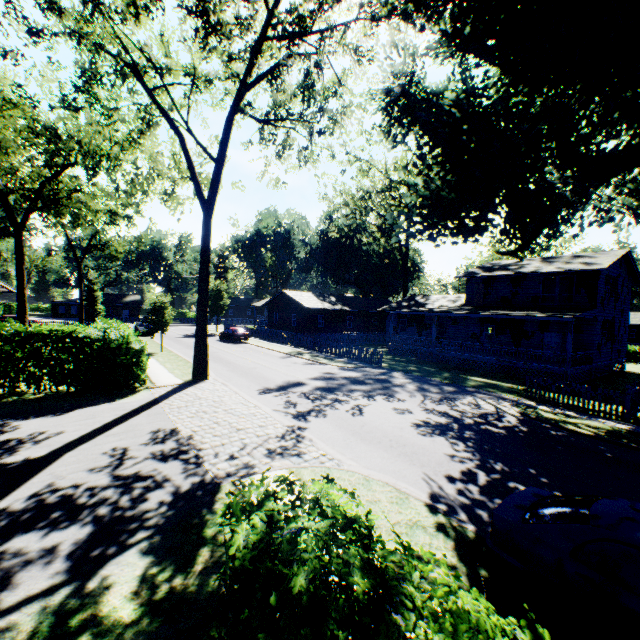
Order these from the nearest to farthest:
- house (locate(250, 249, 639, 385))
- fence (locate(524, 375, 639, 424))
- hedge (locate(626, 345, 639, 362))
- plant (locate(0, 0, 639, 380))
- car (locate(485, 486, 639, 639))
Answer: car (locate(485, 486, 639, 639)) → plant (locate(0, 0, 639, 380)) → fence (locate(524, 375, 639, 424)) → house (locate(250, 249, 639, 385)) → hedge (locate(626, 345, 639, 362))

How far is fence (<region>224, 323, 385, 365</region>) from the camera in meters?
26.2

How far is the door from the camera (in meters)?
25.39

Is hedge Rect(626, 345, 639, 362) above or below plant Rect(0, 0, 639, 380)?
below

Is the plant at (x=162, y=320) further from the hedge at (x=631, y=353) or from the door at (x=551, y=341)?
the hedge at (x=631, y=353)

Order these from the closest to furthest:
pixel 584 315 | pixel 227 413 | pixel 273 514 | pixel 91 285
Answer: pixel 273 514
pixel 227 413
pixel 584 315
pixel 91 285

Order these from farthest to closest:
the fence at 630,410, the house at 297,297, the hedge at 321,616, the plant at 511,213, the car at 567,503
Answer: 1. the house at 297,297
2. the fence at 630,410
3. the plant at 511,213
4. the car at 567,503
5. the hedge at 321,616

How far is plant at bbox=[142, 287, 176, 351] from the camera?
25.7 meters
